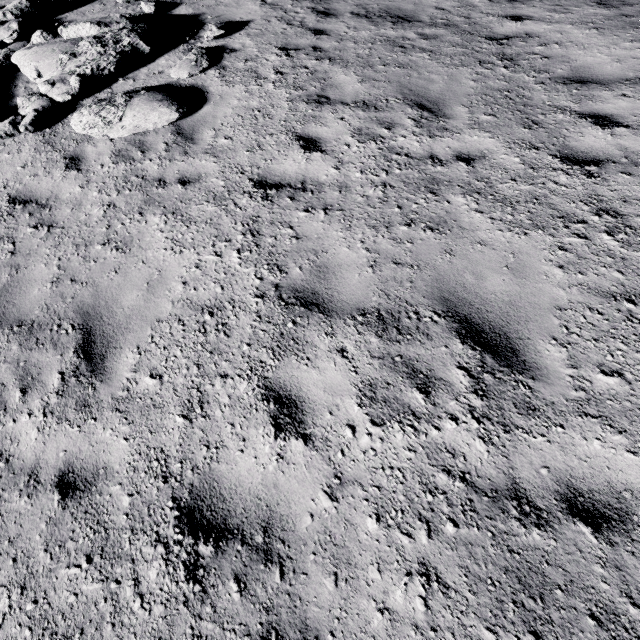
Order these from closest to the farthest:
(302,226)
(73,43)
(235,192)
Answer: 1. (302,226)
2. (235,192)
3. (73,43)

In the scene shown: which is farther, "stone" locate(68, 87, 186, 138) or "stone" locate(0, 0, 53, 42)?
"stone" locate(0, 0, 53, 42)

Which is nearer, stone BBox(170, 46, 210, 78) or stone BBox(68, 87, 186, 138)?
stone BBox(68, 87, 186, 138)

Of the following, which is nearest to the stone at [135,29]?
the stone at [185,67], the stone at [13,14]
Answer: the stone at [185,67]

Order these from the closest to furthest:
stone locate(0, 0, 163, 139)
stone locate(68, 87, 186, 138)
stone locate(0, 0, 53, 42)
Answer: stone locate(68, 87, 186, 138), stone locate(0, 0, 163, 139), stone locate(0, 0, 53, 42)

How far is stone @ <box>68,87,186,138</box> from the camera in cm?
572

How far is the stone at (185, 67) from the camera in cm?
655

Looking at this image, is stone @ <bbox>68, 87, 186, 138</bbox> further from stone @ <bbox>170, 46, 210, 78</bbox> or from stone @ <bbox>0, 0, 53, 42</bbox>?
stone @ <bbox>0, 0, 53, 42</bbox>
